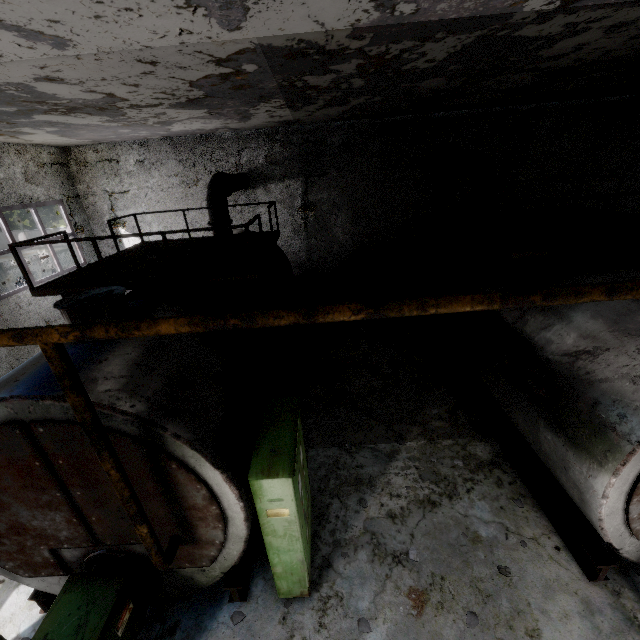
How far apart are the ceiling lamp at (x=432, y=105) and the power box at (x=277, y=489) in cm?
762

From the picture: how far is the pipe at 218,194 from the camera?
9.03m

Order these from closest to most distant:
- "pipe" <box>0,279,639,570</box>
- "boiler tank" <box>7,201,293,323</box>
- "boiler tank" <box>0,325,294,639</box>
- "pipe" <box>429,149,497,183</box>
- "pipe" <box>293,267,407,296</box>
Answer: "pipe" <box>0,279,639,570</box> < "boiler tank" <box>0,325,294,639</box> < "boiler tank" <box>7,201,293,323</box> < "pipe" <box>429,149,497,183</box> < "pipe" <box>293,267,407,296</box>

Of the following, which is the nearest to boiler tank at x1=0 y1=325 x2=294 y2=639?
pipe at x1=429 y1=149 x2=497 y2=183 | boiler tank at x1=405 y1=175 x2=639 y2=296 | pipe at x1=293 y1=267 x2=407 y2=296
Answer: pipe at x1=293 y1=267 x2=407 y2=296

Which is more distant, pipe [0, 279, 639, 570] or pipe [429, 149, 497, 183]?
pipe [429, 149, 497, 183]

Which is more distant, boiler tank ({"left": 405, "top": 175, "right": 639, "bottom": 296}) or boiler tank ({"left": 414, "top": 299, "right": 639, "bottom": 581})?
boiler tank ({"left": 405, "top": 175, "right": 639, "bottom": 296})

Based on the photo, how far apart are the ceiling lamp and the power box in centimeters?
762cm

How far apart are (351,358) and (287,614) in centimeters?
642cm
